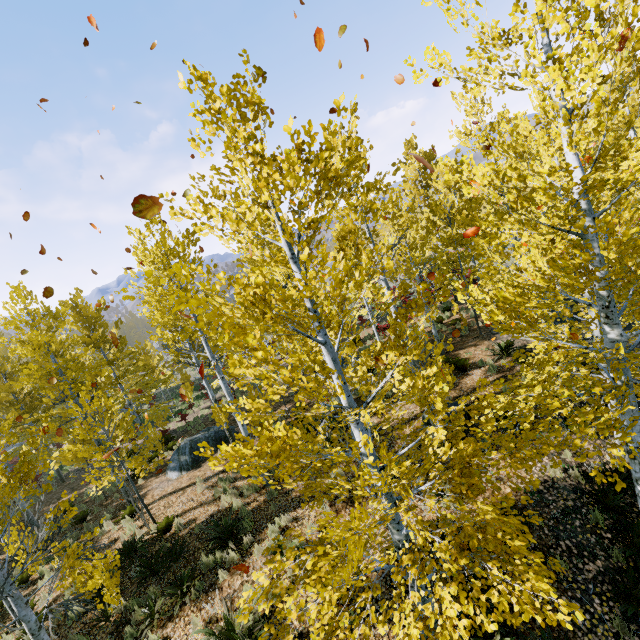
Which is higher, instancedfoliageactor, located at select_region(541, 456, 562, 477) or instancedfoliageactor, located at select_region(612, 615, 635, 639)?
instancedfoliageactor, located at select_region(541, 456, 562, 477)

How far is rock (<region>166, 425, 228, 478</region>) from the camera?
→ 14.08m

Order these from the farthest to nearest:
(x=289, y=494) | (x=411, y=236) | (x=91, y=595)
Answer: (x=411, y=236) < (x=289, y=494) < (x=91, y=595)

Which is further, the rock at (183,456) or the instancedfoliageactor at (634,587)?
the rock at (183,456)

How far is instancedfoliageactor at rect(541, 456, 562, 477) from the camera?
5.1 meters

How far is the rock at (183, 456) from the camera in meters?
14.1

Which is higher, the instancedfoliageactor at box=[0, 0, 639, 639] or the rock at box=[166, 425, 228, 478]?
the instancedfoliageactor at box=[0, 0, 639, 639]

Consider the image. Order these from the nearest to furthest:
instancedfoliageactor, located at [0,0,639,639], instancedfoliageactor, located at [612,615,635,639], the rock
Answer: instancedfoliageactor, located at [0,0,639,639] < instancedfoliageactor, located at [612,615,635,639] < the rock
